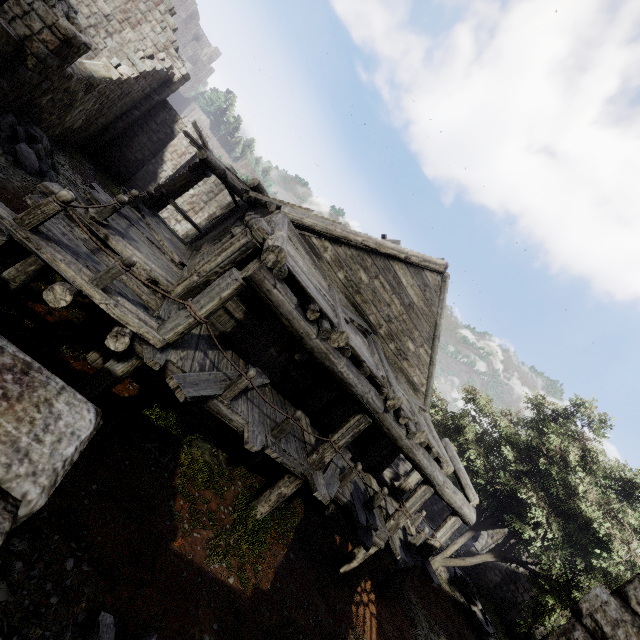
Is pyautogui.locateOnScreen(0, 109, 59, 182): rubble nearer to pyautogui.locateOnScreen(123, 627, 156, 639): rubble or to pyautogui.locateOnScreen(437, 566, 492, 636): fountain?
pyautogui.locateOnScreen(123, 627, 156, 639): rubble

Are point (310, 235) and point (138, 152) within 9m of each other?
no

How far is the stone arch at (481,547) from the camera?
24.95m

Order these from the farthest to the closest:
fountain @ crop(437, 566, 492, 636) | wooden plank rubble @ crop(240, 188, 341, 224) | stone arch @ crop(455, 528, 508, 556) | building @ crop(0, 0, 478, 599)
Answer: stone arch @ crop(455, 528, 508, 556) < fountain @ crop(437, 566, 492, 636) < wooden plank rubble @ crop(240, 188, 341, 224) < building @ crop(0, 0, 478, 599)

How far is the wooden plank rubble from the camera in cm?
773

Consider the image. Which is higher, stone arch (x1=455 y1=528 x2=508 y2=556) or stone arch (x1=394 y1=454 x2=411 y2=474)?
stone arch (x1=455 y1=528 x2=508 y2=556)

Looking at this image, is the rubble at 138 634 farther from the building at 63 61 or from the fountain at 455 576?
the fountain at 455 576

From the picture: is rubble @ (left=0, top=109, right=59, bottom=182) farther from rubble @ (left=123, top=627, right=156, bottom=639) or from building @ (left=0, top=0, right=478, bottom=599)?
rubble @ (left=123, top=627, right=156, bottom=639)
